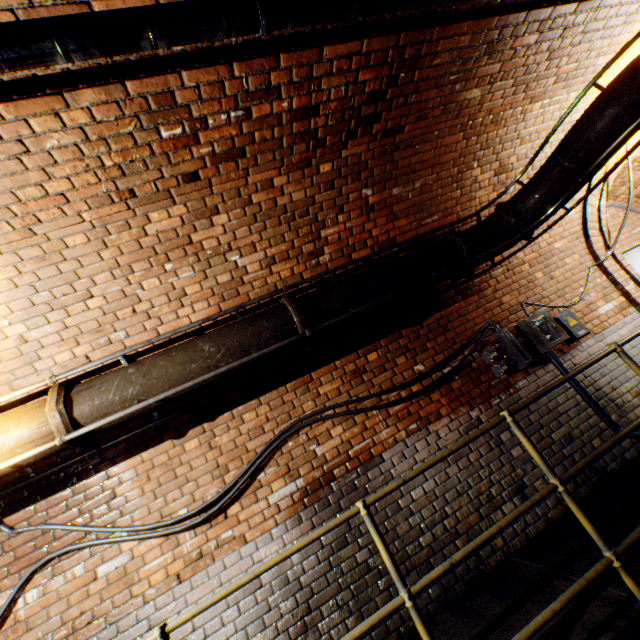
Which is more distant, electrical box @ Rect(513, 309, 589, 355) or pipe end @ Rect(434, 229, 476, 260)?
electrical box @ Rect(513, 309, 589, 355)

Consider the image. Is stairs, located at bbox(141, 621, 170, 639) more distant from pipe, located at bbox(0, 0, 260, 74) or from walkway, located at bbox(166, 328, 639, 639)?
pipe, located at bbox(0, 0, 260, 74)

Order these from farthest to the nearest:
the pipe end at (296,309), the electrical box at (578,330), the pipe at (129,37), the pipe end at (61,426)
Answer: the electrical box at (578,330), the pipe end at (296,309), the pipe end at (61,426), the pipe at (129,37)

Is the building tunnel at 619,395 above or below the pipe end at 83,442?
below

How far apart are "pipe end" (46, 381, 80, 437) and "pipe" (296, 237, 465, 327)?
2.0m

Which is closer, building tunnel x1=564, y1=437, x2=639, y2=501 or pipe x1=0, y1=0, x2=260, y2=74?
pipe x1=0, y1=0, x2=260, y2=74

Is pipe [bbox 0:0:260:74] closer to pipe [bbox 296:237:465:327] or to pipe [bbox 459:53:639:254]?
pipe [bbox 459:53:639:254]

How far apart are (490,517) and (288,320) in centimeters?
290cm
